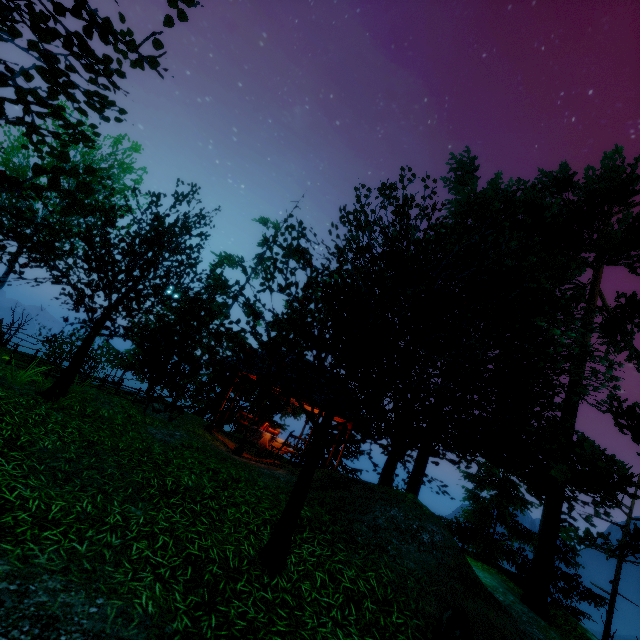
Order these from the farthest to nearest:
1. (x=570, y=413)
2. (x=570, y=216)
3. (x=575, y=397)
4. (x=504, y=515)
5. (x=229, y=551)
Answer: (x=570, y=216)
(x=504, y=515)
(x=570, y=413)
(x=575, y=397)
(x=229, y=551)

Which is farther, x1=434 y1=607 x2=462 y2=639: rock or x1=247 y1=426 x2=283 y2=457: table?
x1=247 y1=426 x2=283 y2=457: table

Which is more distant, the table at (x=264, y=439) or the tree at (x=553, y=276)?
the table at (x=264, y=439)

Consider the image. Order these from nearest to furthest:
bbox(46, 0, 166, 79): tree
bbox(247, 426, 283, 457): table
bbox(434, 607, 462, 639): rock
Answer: bbox(46, 0, 166, 79): tree < bbox(434, 607, 462, 639): rock < bbox(247, 426, 283, 457): table

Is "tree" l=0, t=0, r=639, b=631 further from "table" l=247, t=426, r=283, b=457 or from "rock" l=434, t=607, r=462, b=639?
"table" l=247, t=426, r=283, b=457

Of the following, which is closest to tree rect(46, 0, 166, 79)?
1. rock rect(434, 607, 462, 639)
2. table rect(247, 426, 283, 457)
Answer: rock rect(434, 607, 462, 639)

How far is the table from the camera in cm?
1281

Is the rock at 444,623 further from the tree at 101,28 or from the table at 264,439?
the table at 264,439
